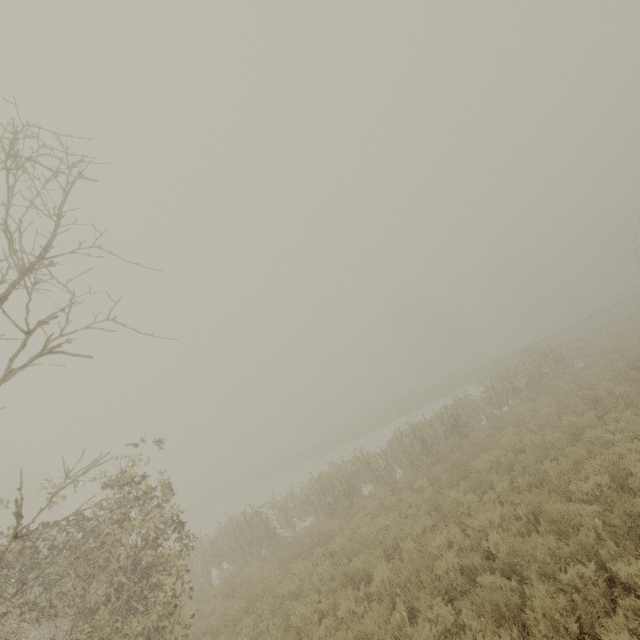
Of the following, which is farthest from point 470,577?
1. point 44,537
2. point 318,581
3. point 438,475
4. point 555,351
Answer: point 555,351
